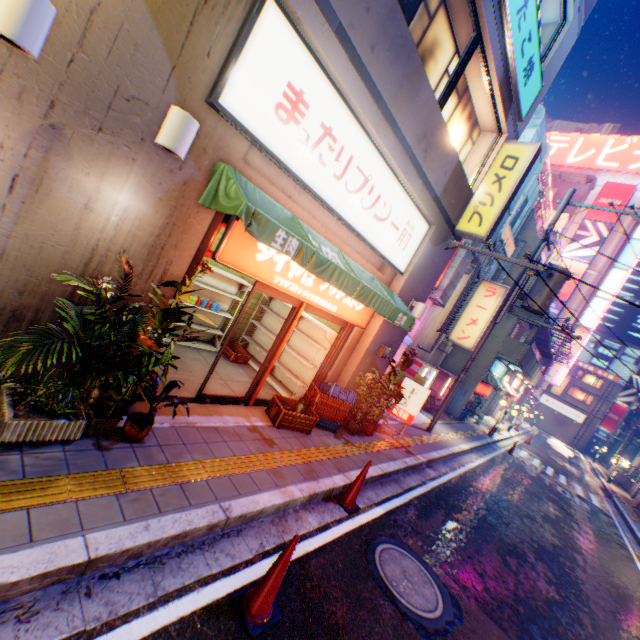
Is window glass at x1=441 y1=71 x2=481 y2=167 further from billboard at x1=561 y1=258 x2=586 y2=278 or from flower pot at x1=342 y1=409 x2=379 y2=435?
billboard at x1=561 y1=258 x2=586 y2=278

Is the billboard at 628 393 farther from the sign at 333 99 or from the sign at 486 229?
the sign at 333 99

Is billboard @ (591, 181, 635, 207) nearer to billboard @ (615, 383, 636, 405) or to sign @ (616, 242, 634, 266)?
sign @ (616, 242, 634, 266)

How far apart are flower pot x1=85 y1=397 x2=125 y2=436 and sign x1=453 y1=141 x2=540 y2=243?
7.93m

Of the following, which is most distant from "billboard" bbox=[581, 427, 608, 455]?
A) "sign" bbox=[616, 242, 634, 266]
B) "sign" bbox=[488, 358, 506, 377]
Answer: "sign" bbox=[488, 358, 506, 377]

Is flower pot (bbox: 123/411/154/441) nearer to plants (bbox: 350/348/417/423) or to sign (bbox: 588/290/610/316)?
plants (bbox: 350/348/417/423)

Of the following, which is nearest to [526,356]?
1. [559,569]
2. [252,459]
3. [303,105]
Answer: [559,569]

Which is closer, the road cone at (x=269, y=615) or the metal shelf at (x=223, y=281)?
the road cone at (x=269, y=615)
